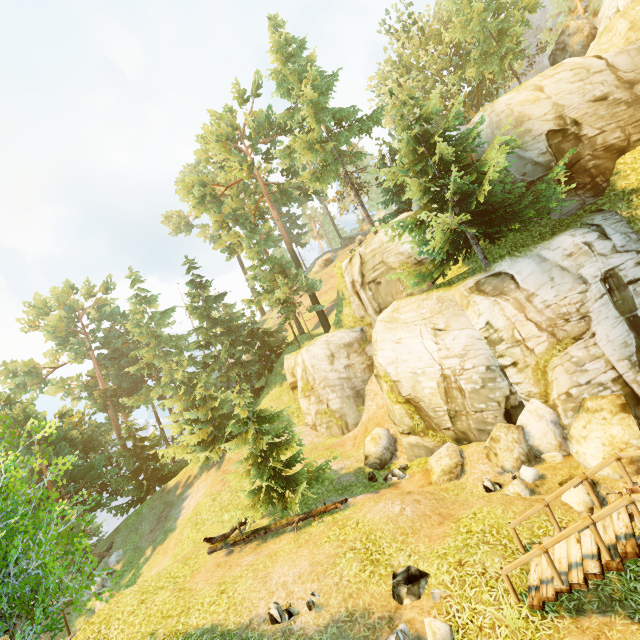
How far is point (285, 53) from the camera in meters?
23.7 m

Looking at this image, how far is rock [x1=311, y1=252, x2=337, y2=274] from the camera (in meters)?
51.09

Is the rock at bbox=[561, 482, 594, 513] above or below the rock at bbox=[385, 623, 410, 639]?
below

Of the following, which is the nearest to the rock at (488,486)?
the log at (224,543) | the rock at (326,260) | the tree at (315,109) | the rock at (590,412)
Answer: the rock at (590,412)

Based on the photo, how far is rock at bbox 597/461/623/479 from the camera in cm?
1019

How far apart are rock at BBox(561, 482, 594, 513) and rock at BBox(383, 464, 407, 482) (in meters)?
6.04

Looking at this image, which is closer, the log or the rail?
the rail

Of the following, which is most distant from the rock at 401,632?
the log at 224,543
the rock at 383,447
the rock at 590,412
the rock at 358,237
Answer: the rock at 358,237
